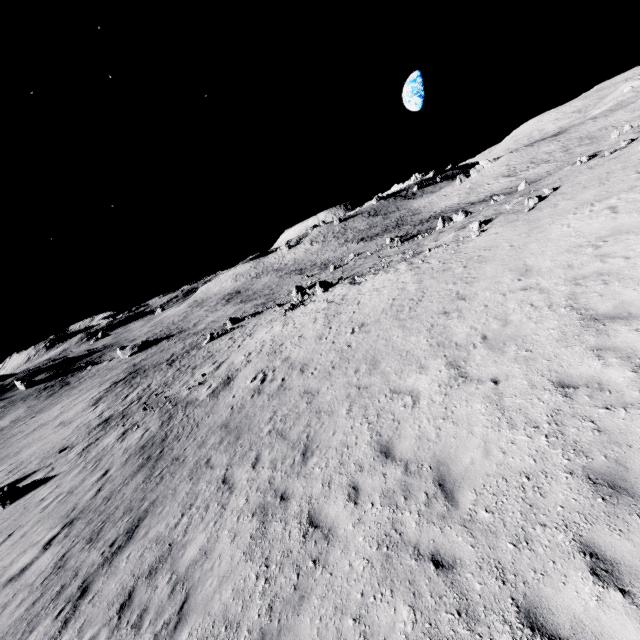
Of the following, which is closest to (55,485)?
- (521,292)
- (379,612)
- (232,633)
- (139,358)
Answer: (232,633)
